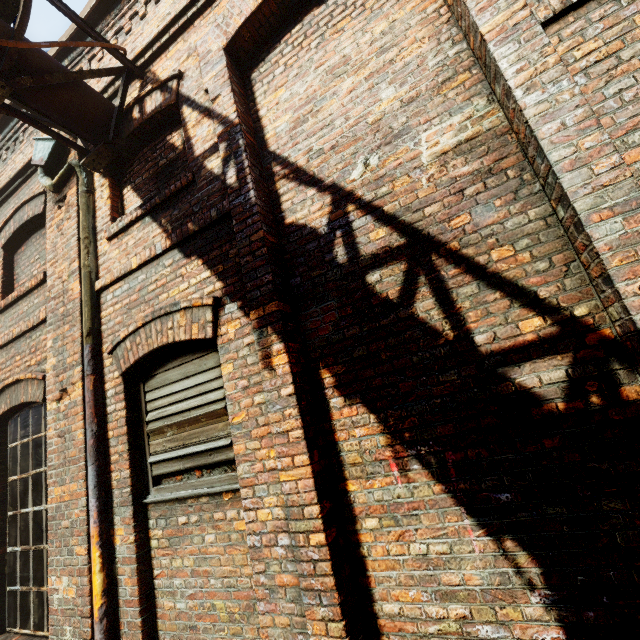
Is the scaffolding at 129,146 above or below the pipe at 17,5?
below

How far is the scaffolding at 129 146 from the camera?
3.7m

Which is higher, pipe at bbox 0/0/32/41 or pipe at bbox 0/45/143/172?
pipe at bbox 0/0/32/41

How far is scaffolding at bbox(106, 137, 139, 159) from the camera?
3.7 meters

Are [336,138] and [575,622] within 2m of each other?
no

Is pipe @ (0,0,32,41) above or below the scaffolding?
above

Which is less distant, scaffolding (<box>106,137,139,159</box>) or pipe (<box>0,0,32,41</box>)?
pipe (<box>0,0,32,41</box>)
